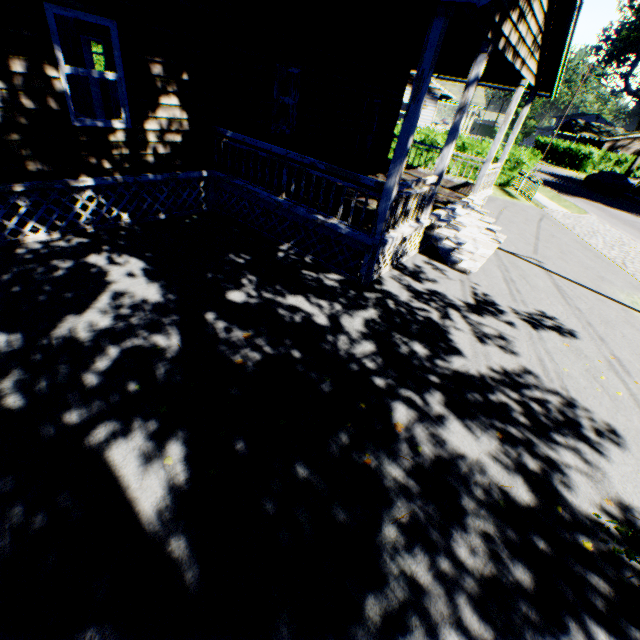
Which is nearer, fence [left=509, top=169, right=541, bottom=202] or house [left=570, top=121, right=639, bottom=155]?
fence [left=509, top=169, right=541, bottom=202]

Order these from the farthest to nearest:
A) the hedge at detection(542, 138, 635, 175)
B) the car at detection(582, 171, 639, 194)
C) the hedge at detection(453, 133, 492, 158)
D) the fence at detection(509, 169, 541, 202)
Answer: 1. the hedge at detection(542, 138, 635, 175)
2. the car at detection(582, 171, 639, 194)
3. the hedge at detection(453, 133, 492, 158)
4. the fence at detection(509, 169, 541, 202)

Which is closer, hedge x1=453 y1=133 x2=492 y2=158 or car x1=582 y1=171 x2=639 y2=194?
hedge x1=453 y1=133 x2=492 y2=158

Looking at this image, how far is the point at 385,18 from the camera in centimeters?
595cm

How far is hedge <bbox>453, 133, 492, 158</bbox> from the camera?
→ 20.3 meters

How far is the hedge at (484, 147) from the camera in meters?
20.3
